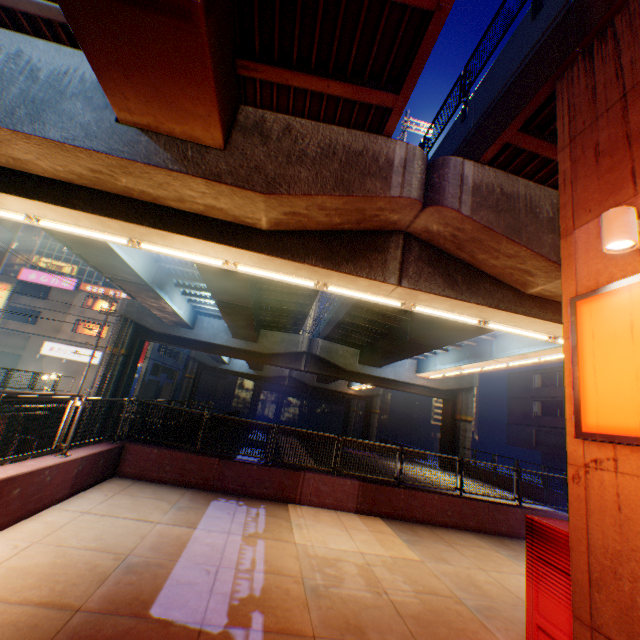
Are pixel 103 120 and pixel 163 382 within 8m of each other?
no

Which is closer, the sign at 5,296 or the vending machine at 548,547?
the vending machine at 548,547

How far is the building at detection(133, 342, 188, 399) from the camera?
39.59m

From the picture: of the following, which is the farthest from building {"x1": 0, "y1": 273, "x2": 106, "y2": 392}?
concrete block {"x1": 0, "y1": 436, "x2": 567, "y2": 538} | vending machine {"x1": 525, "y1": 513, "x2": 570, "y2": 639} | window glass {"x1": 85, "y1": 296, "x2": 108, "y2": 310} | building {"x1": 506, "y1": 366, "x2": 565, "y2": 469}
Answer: building {"x1": 506, "y1": 366, "x2": 565, "y2": 469}

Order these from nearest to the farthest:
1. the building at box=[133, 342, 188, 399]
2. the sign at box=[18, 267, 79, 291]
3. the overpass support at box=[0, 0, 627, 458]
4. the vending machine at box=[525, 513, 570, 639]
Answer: the vending machine at box=[525, 513, 570, 639]
the overpass support at box=[0, 0, 627, 458]
the sign at box=[18, 267, 79, 291]
the building at box=[133, 342, 188, 399]

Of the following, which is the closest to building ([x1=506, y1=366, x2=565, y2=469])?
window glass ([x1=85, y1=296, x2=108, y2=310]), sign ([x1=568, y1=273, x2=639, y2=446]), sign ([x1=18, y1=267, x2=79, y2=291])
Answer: sign ([x1=568, y1=273, x2=639, y2=446])

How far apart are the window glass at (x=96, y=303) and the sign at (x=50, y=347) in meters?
4.6 m

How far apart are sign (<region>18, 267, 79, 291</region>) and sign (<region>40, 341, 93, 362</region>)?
6.0m
